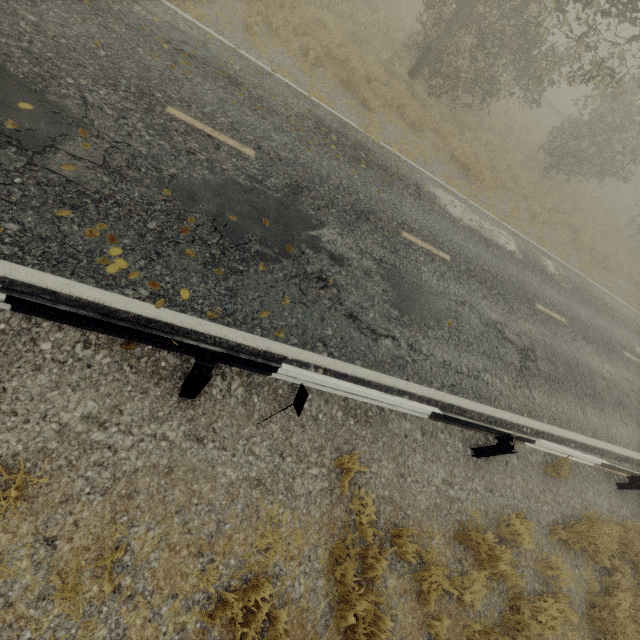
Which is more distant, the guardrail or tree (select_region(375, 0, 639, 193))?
tree (select_region(375, 0, 639, 193))

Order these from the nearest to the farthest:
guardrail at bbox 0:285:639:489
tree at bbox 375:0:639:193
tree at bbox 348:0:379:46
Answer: guardrail at bbox 0:285:639:489 < tree at bbox 375:0:639:193 < tree at bbox 348:0:379:46

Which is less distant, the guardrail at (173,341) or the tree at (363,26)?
the guardrail at (173,341)

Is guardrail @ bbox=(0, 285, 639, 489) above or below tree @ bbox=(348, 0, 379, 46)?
above

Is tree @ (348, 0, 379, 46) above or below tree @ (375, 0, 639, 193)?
below

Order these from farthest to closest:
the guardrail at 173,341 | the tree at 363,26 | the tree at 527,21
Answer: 1. the tree at 363,26
2. the tree at 527,21
3. the guardrail at 173,341

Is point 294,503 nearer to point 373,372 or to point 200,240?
point 373,372
